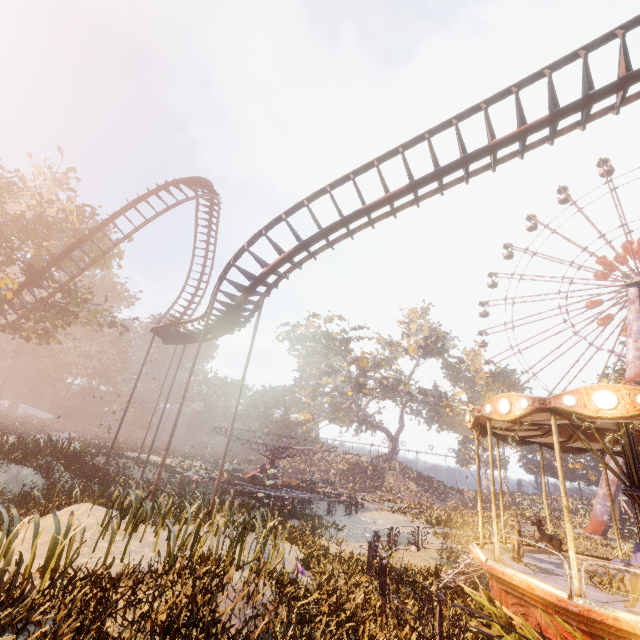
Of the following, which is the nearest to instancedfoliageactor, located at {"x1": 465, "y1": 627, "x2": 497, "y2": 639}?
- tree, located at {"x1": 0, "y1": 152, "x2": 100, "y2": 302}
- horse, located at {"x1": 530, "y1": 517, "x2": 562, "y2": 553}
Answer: horse, located at {"x1": 530, "y1": 517, "x2": 562, "y2": 553}

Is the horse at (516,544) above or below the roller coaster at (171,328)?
below

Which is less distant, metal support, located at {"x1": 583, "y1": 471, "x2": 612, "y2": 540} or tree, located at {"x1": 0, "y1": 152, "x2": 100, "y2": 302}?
tree, located at {"x1": 0, "y1": 152, "x2": 100, "y2": 302}

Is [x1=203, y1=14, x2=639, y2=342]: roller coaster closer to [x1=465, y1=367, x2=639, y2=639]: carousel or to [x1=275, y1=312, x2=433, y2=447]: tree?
[x1=465, y1=367, x2=639, y2=639]: carousel

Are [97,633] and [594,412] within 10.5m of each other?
yes

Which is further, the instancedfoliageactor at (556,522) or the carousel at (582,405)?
the instancedfoliageactor at (556,522)

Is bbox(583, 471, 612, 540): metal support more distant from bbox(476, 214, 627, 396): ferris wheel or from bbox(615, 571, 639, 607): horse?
bbox(615, 571, 639, 607): horse

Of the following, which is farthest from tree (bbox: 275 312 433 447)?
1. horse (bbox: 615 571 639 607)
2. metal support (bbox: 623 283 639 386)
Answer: horse (bbox: 615 571 639 607)
